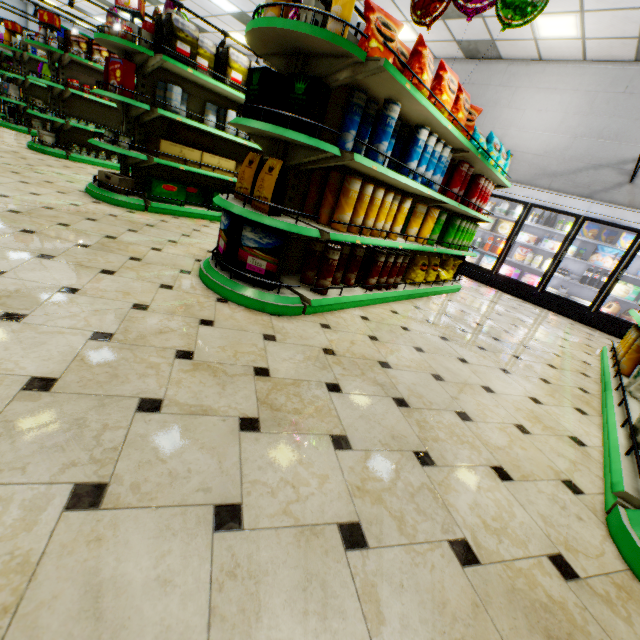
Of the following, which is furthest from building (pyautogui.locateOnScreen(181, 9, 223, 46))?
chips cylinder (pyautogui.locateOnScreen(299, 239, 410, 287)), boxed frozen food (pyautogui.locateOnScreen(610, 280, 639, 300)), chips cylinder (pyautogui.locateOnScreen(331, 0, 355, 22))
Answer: chips cylinder (pyautogui.locateOnScreen(331, 0, 355, 22))

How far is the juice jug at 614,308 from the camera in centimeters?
644cm

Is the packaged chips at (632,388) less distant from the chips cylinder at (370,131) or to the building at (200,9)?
the building at (200,9)

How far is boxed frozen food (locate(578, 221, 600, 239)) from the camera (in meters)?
6.48

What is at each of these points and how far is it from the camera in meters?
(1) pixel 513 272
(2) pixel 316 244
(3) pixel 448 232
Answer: (1) boxed frozen food, 7.6
(2) chips cylinder, 3.0
(3) chips cylinder, 4.7

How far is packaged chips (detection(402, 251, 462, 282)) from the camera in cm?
450

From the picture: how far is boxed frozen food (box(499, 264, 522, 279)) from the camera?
7.5m
